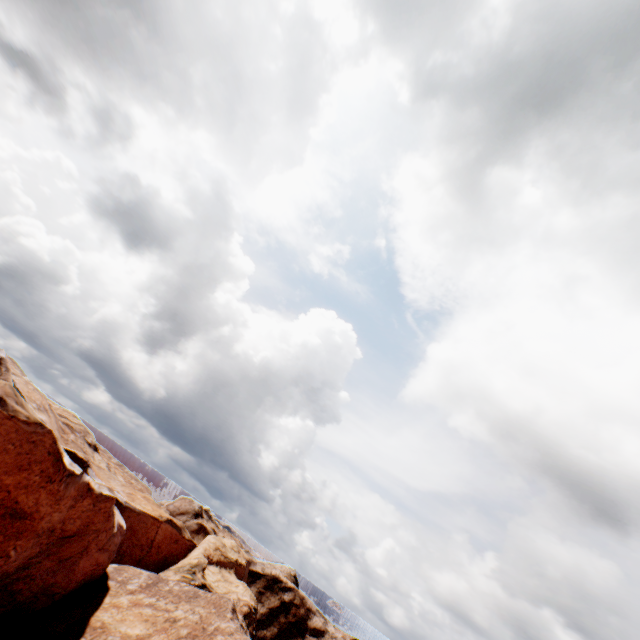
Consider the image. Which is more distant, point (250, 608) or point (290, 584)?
point (290, 584)
